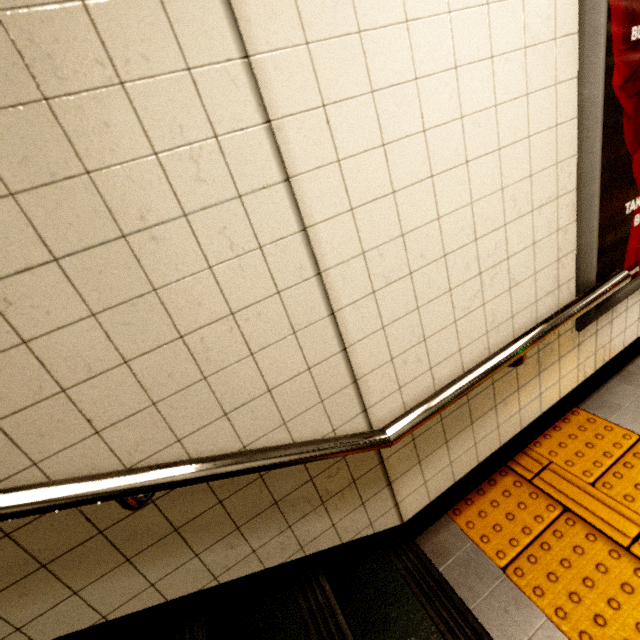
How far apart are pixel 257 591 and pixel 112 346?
1.2m

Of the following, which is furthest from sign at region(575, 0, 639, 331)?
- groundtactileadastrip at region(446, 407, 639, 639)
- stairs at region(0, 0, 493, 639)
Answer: stairs at region(0, 0, 493, 639)

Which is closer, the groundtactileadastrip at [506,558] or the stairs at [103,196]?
the stairs at [103,196]

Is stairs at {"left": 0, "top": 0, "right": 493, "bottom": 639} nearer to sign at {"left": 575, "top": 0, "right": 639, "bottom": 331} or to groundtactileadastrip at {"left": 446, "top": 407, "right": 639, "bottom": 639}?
groundtactileadastrip at {"left": 446, "top": 407, "right": 639, "bottom": 639}

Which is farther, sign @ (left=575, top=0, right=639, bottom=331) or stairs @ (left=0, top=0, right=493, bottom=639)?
sign @ (left=575, top=0, right=639, bottom=331)

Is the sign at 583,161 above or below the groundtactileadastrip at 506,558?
above
